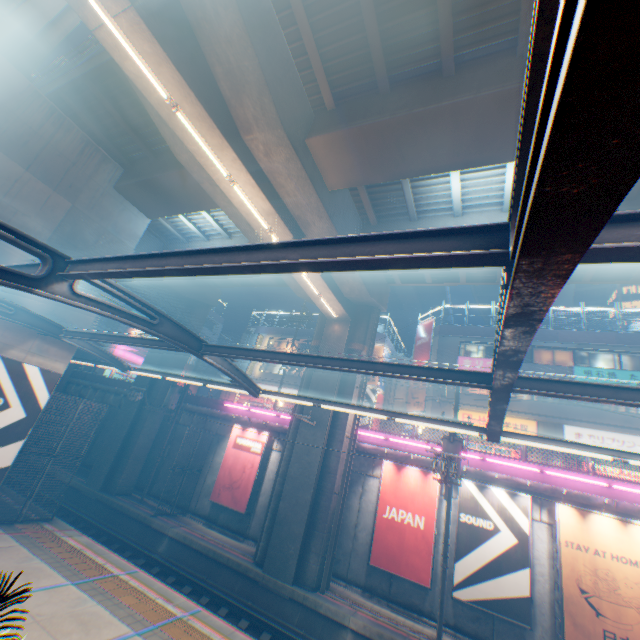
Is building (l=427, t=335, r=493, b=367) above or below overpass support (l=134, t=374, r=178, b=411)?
above

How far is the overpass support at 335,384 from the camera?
16.6 meters

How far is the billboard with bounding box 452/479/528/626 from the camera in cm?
1214

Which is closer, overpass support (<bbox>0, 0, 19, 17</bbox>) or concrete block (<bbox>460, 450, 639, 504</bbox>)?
overpass support (<bbox>0, 0, 19, 17</bbox>)

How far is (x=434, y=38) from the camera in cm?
844

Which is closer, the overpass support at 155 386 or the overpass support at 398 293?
the overpass support at 398 293

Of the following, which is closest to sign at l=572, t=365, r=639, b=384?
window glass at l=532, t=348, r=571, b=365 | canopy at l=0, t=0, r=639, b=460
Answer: window glass at l=532, t=348, r=571, b=365

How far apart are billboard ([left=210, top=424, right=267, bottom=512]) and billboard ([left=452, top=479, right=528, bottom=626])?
10.54m
